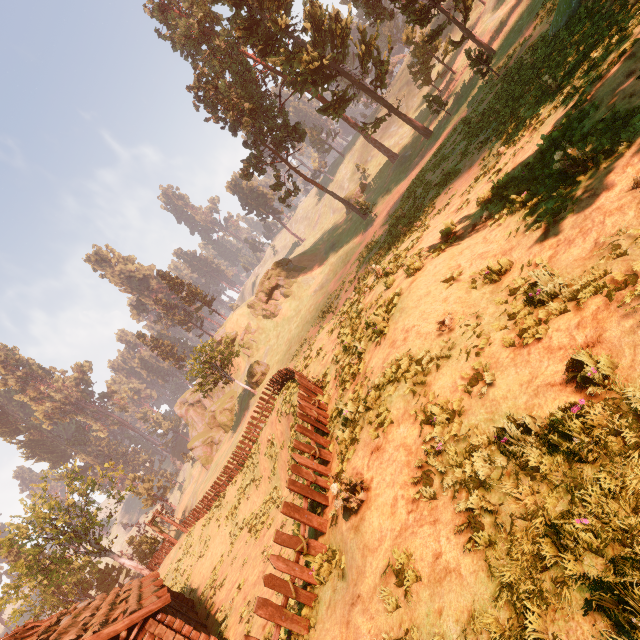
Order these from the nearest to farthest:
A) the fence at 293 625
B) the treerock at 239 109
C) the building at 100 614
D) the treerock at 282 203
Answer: Answer:
1. the fence at 293 625
2. the building at 100 614
3. the treerock at 239 109
4. the treerock at 282 203

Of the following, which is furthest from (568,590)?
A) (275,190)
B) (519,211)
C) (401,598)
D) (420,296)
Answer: (275,190)

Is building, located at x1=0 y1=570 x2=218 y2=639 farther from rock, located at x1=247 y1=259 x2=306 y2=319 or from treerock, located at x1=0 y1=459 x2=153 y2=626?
rock, located at x1=247 y1=259 x2=306 y2=319

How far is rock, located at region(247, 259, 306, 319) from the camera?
55.34m

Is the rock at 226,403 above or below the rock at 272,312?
below

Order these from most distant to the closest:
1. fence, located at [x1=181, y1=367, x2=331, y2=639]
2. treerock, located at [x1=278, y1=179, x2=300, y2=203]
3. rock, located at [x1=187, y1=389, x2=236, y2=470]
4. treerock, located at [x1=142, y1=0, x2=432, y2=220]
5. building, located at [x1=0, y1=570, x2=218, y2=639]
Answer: rock, located at [x1=187, y1=389, x2=236, y2=470]
treerock, located at [x1=278, y1=179, x2=300, y2=203]
treerock, located at [x1=142, y1=0, x2=432, y2=220]
building, located at [x1=0, y1=570, x2=218, y2=639]
fence, located at [x1=181, y1=367, x2=331, y2=639]

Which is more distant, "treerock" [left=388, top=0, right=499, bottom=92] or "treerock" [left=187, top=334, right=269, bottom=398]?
"treerock" [left=187, top=334, right=269, bottom=398]

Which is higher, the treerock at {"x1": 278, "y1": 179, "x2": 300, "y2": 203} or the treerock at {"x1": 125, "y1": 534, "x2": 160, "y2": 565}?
the treerock at {"x1": 278, "y1": 179, "x2": 300, "y2": 203}
